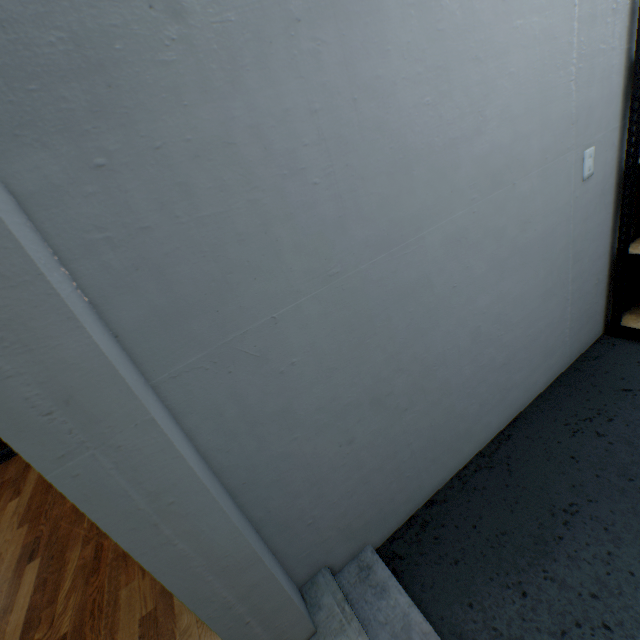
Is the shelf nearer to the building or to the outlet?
the outlet

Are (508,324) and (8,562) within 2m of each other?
no

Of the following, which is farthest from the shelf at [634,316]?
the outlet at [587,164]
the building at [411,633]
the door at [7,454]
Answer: the door at [7,454]

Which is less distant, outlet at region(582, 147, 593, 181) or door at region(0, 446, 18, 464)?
outlet at region(582, 147, 593, 181)

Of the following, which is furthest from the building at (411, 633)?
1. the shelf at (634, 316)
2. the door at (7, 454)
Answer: the door at (7, 454)

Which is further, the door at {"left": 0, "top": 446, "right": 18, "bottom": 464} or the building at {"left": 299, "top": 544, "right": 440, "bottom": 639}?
the door at {"left": 0, "top": 446, "right": 18, "bottom": 464}

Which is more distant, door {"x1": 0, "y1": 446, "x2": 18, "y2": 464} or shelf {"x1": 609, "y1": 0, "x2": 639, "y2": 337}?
door {"x1": 0, "y1": 446, "x2": 18, "y2": 464}

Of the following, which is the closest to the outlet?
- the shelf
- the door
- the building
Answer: the shelf
